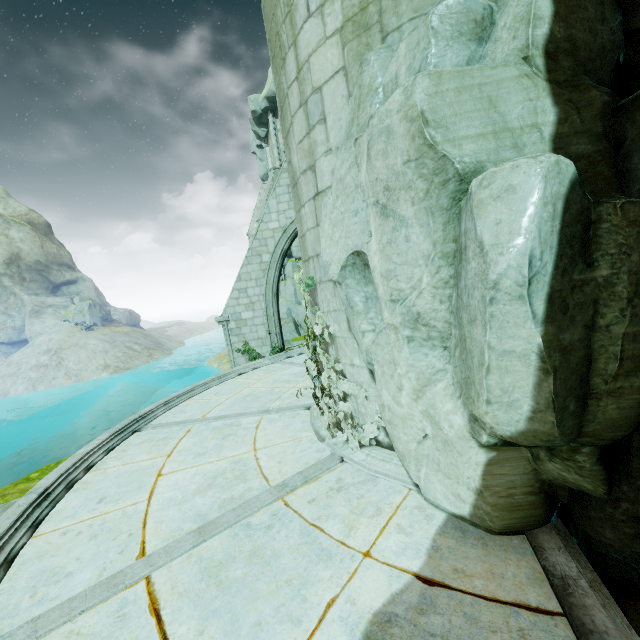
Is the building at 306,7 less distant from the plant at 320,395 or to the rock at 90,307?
the plant at 320,395

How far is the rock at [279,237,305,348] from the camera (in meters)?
27.62

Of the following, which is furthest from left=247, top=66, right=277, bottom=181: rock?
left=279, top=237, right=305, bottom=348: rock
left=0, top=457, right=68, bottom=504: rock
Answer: left=0, top=457, right=68, bottom=504: rock

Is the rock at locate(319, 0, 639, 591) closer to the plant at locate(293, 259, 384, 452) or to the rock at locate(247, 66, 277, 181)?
the plant at locate(293, 259, 384, 452)

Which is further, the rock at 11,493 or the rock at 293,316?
the rock at 293,316

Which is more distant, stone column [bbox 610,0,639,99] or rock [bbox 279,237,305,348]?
rock [bbox 279,237,305,348]

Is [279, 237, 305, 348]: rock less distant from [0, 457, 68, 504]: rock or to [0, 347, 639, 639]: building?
[0, 457, 68, 504]: rock

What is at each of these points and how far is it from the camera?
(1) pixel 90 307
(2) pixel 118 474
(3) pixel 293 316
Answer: (1) rock, 51.34m
(2) building, 4.97m
(3) rock, 33.44m
